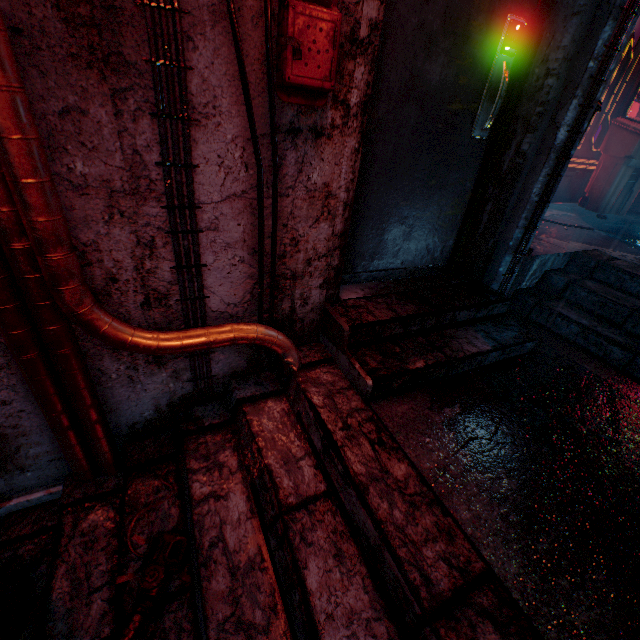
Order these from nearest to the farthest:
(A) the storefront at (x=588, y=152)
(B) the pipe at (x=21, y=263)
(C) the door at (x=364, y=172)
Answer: (B) the pipe at (x=21, y=263)
(C) the door at (x=364, y=172)
(A) the storefront at (x=588, y=152)

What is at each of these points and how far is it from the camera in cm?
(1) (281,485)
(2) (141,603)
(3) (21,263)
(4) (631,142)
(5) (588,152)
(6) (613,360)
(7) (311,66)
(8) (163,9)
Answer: (1) stairs, 124
(2) gas mask, 104
(3) pipe, 98
(4) trash bin, 376
(5) storefront, 430
(6) stairs, 190
(7) mailbox, 104
(8) pipe, 88

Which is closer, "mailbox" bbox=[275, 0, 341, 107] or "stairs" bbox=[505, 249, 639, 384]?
"mailbox" bbox=[275, 0, 341, 107]

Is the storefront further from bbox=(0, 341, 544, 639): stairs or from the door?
bbox=(0, 341, 544, 639): stairs

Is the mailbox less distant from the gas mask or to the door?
the door

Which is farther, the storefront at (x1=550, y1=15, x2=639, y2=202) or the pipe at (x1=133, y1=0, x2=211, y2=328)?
the storefront at (x1=550, y1=15, x2=639, y2=202)

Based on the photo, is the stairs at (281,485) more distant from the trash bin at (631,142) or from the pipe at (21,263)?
the trash bin at (631,142)

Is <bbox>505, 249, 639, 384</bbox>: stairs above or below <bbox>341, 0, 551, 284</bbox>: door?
below
